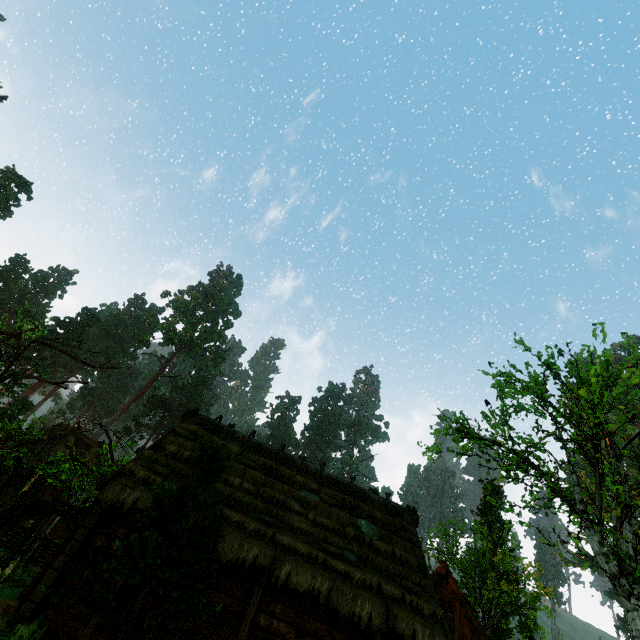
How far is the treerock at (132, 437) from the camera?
16.99m

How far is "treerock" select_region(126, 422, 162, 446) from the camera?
17.0m

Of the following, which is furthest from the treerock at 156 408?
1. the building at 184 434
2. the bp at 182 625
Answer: the bp at 182 625

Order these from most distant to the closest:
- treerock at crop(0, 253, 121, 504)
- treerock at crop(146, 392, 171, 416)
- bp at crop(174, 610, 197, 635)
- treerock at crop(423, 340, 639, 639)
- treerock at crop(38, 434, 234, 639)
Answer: treerock at crop(146, 392, 171, 416)
treerock at crop(423, 340, 639, 639)
bp at crop(174, 610, 197, 635)
treerock at crop(38, 434, 234, 639)
treerock at crop(0, 253, 121, 504)

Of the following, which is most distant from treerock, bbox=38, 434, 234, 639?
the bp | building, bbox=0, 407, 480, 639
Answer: the bp

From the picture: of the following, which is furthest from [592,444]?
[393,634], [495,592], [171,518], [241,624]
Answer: [495,592]
